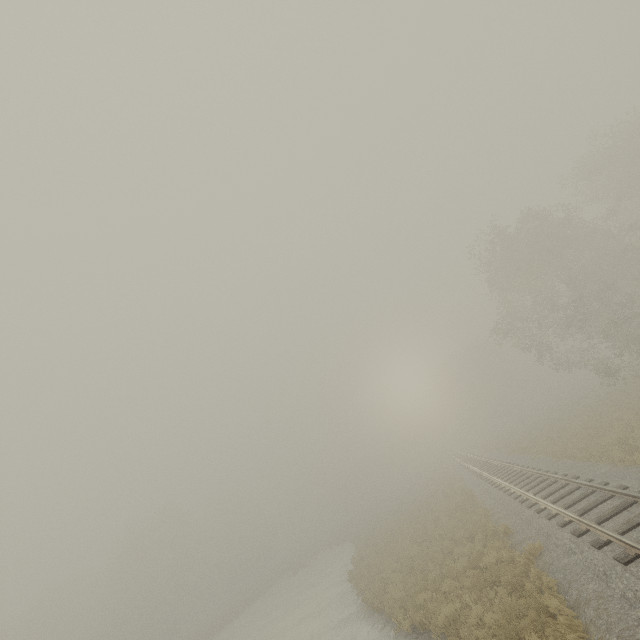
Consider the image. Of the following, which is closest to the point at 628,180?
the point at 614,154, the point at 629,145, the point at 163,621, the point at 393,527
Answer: the point at 614,154
